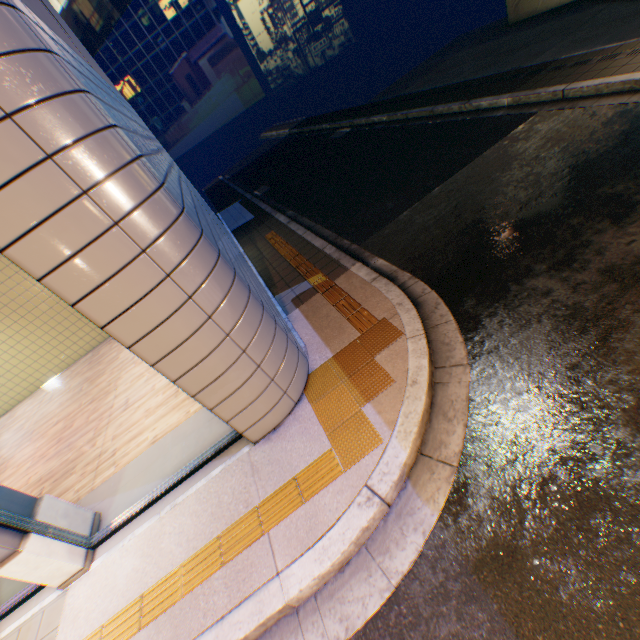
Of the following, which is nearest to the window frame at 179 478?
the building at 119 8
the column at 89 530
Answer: the column at 89 530

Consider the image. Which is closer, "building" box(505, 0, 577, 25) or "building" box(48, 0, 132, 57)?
"building" box(505, 0, 577, 25)

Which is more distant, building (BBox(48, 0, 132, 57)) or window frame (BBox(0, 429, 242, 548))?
→ building (BBox(48, 0, 132, 57))

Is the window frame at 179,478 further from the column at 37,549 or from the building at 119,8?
the building at 119,8

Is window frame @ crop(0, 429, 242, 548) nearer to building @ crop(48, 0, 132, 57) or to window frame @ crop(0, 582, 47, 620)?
window frame @ crop(0, 582, 47, 620)

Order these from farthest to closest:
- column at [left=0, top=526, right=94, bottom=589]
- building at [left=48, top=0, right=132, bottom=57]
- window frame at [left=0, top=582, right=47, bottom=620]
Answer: building at [left=48, top=0, right=132, bottom=57], window frame at [left=0, top=582, right=47, bottom=620], column at [left=0, top=526, right=94, bottom=589]

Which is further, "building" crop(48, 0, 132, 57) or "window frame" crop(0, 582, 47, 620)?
"building" crop(48, 0, 132, 57)

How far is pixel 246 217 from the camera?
12.0 meters
